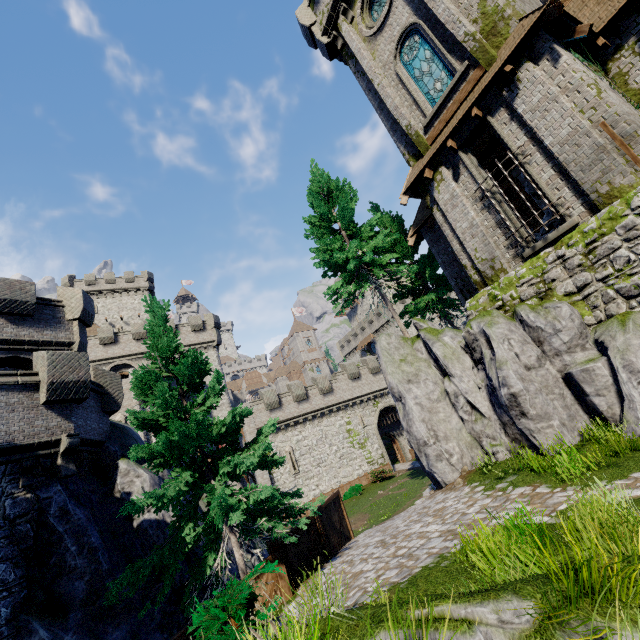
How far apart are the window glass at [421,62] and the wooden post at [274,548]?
16.49m

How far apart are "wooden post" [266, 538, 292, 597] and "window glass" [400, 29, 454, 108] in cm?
1649

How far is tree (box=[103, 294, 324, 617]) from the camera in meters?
8.4

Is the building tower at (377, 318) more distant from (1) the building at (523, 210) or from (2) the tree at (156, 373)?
(2) the tree at (156, 373)

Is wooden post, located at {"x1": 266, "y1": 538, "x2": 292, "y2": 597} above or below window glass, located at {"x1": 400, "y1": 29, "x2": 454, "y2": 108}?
below

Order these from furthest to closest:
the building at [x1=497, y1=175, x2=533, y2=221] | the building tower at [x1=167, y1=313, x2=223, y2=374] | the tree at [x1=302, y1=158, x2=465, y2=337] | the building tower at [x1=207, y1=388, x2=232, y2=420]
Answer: the building tower at [x1=167, y1=313, x2=223, y2=374] < the building tower at [x1=207, y1=388, x2=232, y2=420] < the building at [x1=497, y1=175, x2=533, y2=221] < the tree at [x1=302, y1=158, x2=465, y2=337]

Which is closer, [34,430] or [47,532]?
[47,532]

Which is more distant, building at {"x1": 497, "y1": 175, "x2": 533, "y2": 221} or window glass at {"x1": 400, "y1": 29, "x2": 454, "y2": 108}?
building at {"x1": 497, "y1": 175, "x2": 533, "y2": 221}
